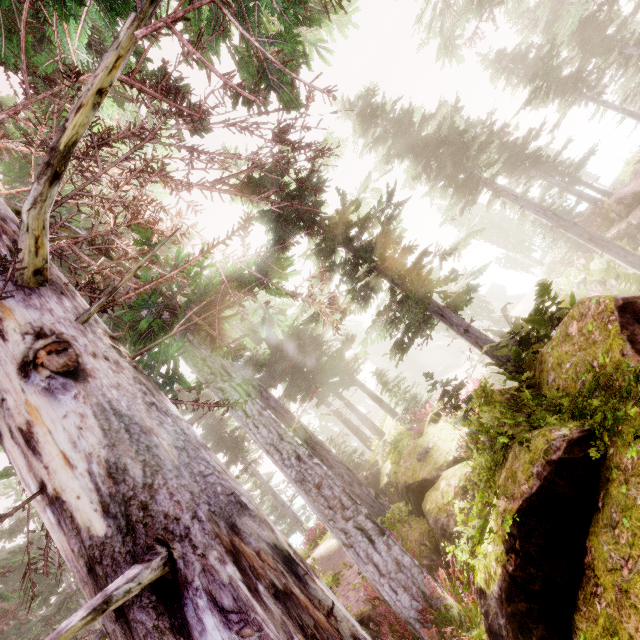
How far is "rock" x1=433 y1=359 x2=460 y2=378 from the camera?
49.3m

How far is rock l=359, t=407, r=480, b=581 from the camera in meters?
6.5 m

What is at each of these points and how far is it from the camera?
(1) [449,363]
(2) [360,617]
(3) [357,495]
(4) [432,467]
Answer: (1) rock, 50.78m
(2) rock, 6.94m
(3) instancedfoliageactor, 10.10m
(4) rock, 8.20m

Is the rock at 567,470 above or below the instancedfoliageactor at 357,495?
below

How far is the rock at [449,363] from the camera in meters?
49.3 m

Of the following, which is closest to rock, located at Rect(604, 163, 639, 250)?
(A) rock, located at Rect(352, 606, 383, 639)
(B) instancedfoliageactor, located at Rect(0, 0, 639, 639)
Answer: (B) instancedfoliageactor, located at Rect(0, 0, 639, 639)

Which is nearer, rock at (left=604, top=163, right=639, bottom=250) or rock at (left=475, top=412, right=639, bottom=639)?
rock at (left=475, top=412, right=639, bottom=639)

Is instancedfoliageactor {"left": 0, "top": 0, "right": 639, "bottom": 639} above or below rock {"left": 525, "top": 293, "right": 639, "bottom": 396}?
above
